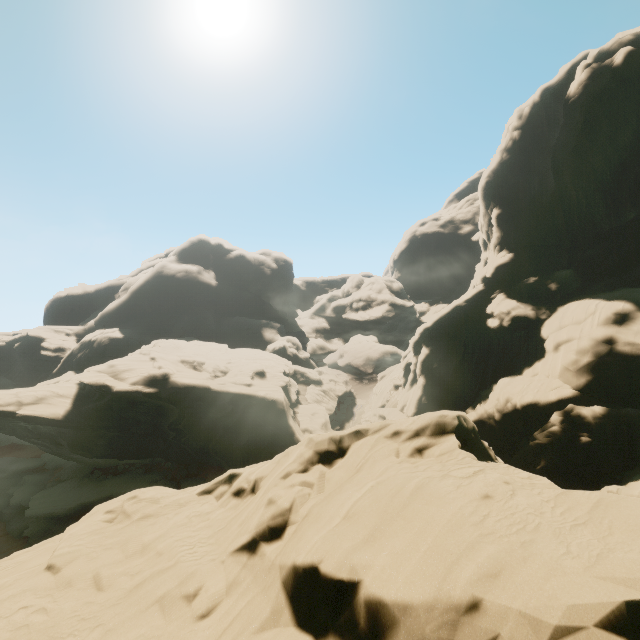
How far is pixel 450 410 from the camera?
34.34m
